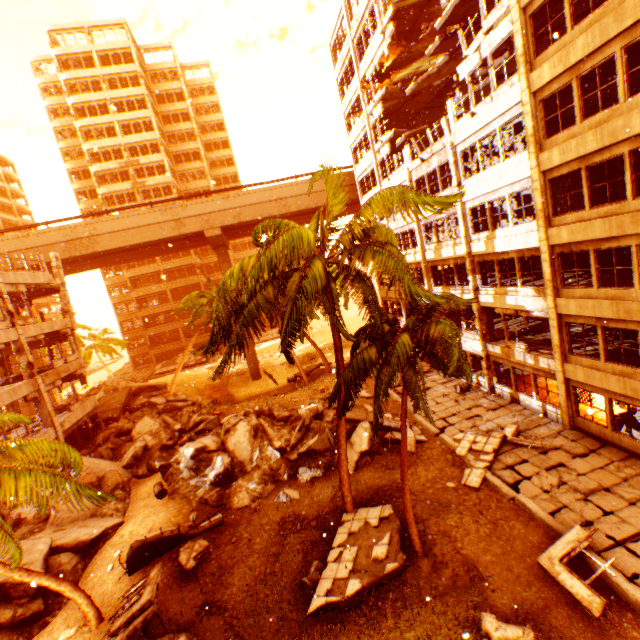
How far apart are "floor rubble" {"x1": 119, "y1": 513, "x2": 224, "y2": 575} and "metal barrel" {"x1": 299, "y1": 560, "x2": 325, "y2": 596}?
3.1 meters

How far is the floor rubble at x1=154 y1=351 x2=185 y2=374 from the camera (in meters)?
45.31

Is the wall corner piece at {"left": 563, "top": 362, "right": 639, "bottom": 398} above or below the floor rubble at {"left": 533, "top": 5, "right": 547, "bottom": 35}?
below

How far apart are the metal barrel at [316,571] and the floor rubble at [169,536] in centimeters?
308cm

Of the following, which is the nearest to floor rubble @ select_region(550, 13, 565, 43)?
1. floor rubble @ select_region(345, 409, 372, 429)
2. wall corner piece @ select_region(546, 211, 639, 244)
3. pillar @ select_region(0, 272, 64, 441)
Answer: wall corner piece @ select_region(546, 211, 639, 244)

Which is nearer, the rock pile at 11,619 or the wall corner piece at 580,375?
the rock pile at 11,619

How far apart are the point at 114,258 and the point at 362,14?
33.3m

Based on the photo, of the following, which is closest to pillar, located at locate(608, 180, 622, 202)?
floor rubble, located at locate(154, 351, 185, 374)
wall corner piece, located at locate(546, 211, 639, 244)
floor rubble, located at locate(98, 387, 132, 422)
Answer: wall corner piece, located at locate(546, 211, 639, 244)
